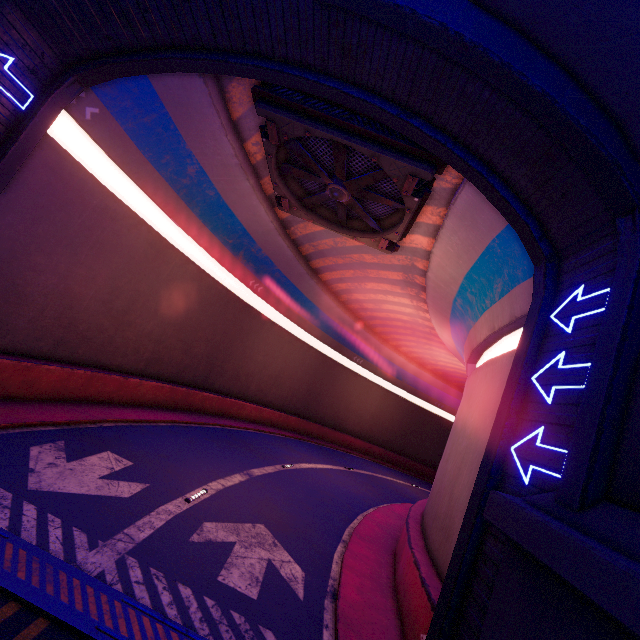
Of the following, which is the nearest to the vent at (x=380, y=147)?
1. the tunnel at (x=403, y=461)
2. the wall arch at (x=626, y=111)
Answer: the tunnel at (x=403, y=461)

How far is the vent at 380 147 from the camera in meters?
8.8

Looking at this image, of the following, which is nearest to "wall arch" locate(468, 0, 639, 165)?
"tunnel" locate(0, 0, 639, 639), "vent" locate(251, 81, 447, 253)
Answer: "tunnel" locate(0, 0, 639, 639)

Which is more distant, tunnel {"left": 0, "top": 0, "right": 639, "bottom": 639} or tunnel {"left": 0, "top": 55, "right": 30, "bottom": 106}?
tunnel {"left": 0, "top": 55, "right": 30, "bottom": 106}

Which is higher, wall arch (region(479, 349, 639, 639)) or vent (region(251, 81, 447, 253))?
vent (region(251, 81, 447, 253))

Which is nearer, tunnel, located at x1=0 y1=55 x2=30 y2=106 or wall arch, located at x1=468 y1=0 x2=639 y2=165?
wall arch, located at x1=468 y1=0 x2=639 y2=165

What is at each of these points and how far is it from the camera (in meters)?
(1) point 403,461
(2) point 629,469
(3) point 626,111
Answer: (1) tunnel, 38.03
(2) wall arch, 3.97
(3) wall arch, 5.13
